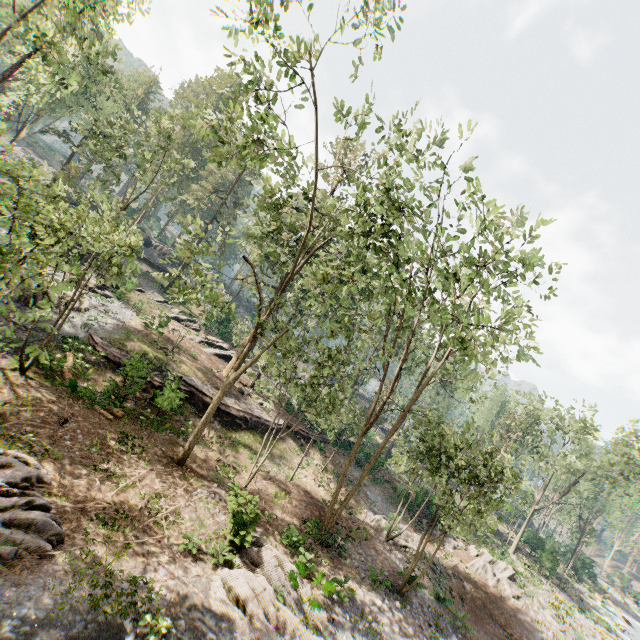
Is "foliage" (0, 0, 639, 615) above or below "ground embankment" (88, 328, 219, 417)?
above

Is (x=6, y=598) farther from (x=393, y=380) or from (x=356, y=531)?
(x=356, y=531)

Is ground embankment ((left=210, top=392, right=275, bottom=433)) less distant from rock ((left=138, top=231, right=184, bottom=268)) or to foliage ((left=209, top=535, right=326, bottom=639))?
foliage ((left=209, top=535, right=326, bottom=639))

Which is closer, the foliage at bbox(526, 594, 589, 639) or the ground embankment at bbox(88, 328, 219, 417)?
the ground embankment at bbox(88, 328, 219, 417)

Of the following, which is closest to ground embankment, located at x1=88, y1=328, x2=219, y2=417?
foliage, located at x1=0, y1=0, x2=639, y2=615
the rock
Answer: foliage, located at x1=0, y1=0, x2=639, y2=615

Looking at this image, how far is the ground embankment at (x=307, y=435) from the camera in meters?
29.6

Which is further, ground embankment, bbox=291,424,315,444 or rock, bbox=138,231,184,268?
rock, bbox=138,231,184,268

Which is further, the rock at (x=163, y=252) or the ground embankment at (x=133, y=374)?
the rock at (x=163, y=252)
